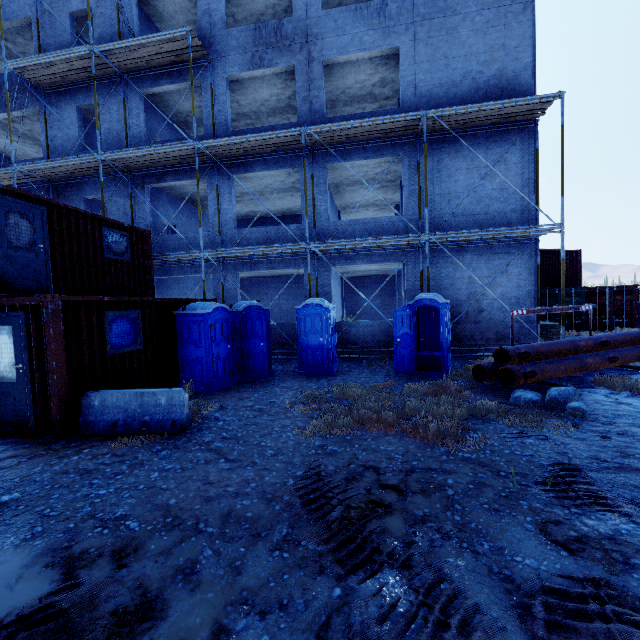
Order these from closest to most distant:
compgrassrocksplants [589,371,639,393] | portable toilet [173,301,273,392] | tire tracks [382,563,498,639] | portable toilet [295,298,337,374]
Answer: tire tracks [382,563,498,639]
compgrassrocksplants [589,371,639,393]
portable toilet [173,301,273,392]
portable toilet [295,298,337,374]

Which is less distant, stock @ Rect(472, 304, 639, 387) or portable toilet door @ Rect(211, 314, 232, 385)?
stock @ Rect(472, 304, 639, 387)

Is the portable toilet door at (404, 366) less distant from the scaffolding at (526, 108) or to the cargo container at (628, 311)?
the scaffolding at (526, 108)

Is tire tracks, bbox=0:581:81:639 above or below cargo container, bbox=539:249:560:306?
below

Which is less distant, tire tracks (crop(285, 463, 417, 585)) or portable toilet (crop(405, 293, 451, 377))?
tire tracks (crop(285, 463, 417, 585))

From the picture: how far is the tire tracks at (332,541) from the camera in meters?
2.7

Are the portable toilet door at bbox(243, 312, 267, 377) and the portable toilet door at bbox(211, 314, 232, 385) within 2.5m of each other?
yes

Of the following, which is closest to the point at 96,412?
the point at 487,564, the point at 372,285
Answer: the point at 487,564
